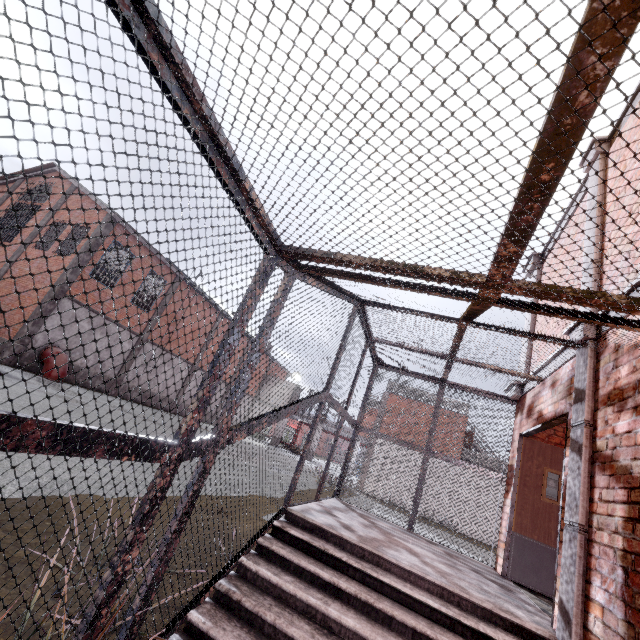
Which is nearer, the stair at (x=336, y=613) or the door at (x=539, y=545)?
the stair at (x=336, y=613)

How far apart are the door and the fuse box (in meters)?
0.17

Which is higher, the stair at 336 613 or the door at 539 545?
the door at 539 545

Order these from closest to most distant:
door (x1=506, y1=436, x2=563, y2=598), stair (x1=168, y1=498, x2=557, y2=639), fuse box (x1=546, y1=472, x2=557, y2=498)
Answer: stair (x1=168, y1=498, x2=557, y2=639) → door (x1=506, y1=436, x2=563, y2=598) → fuse box (x1=546, y1=472, x2=557, y2=498)

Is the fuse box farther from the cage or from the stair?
the stair

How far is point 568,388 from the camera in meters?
Answer: 4.2

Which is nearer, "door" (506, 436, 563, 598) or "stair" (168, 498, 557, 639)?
"stair" (168, 498, 557, 639)

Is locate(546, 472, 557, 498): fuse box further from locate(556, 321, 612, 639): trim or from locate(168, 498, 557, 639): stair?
locate(168, 498, 557, 639): stair
